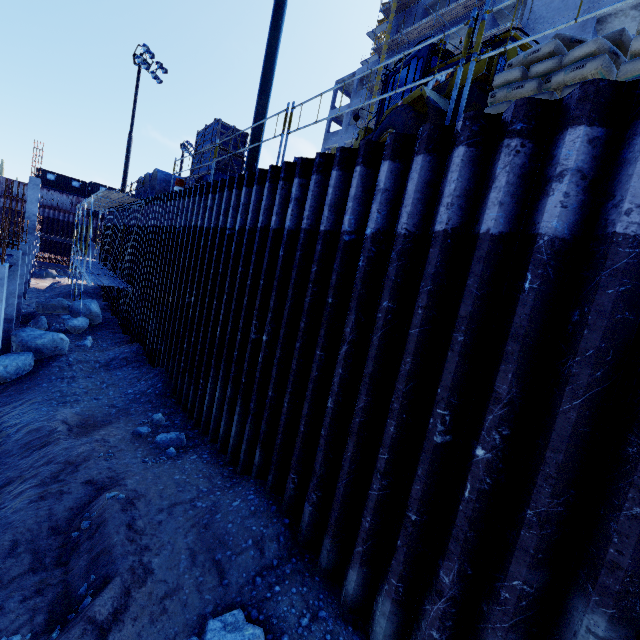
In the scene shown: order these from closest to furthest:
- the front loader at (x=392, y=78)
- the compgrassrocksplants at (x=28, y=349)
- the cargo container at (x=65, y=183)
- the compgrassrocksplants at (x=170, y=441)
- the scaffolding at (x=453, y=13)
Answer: the scaffolding at (x=453, y=13) → the compgrassrocksplants at (x=170, y=441) → the front loader at (x=392, y=78) → the compgrassrocksplants at (x=28, y=349) → the cargo container at (x=65, y=183)

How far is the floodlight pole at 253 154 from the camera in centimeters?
862cm

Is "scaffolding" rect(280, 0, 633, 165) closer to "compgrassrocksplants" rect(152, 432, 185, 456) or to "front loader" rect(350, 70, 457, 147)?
"front loader" rect(350, 70, 457, 147)

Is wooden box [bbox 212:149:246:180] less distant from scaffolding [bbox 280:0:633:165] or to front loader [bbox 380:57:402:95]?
front loader [bbox 380:57:402:95]

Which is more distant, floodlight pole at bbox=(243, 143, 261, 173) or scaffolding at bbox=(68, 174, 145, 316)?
scaffolding at bbox=(68, 174, 145, 316)

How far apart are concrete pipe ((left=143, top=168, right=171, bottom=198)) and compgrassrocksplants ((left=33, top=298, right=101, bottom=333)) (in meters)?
5.70

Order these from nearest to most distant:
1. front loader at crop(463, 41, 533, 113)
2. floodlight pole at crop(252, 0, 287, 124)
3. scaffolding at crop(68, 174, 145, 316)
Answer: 1. front loader at crop(463, 41, 533, 113)
2. floodlight pole at crop(252, 0, 287, 124)
3. scaffolding at crop(68, 174, 145, 316)

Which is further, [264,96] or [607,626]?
[264,96]
